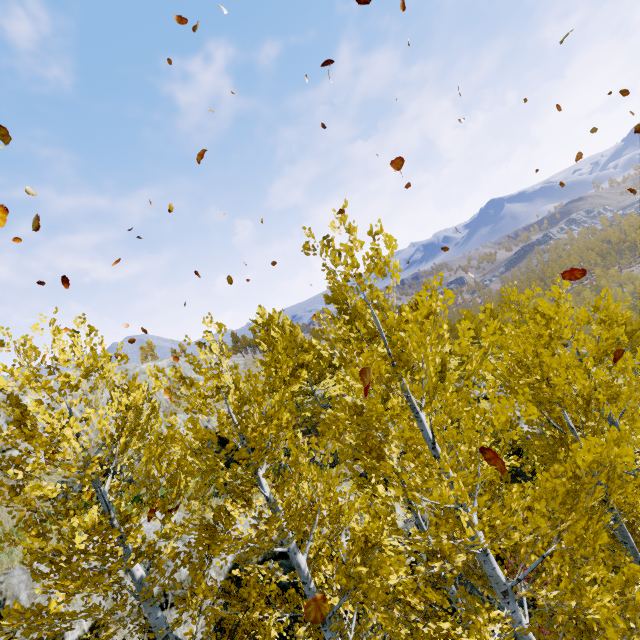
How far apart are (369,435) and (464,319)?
28.53m

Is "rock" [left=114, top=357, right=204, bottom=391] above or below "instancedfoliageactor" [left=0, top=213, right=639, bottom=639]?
above

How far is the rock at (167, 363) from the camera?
34.4m

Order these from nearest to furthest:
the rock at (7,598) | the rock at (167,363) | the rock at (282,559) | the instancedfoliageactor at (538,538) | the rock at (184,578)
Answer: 1. the instancedfoliageactor at (538,538)
2. the rock at (7,598)
3. the rock at (184,578)
4. the rock at (282,559)
5. the rock at (167,363)

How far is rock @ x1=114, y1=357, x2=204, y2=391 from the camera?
34.4m
